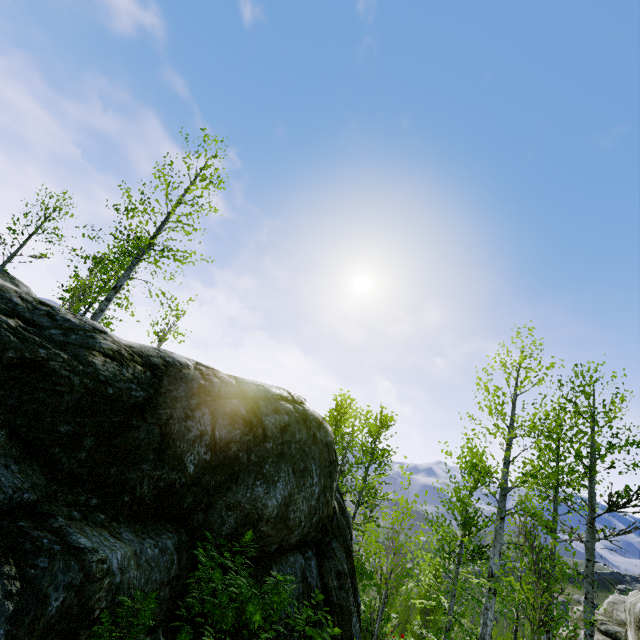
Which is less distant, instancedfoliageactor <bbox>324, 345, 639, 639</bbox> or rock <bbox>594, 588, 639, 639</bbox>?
rock <bbox>594, 588, 639, 639</bbox>

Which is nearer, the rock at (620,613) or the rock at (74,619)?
the rock at (74,619)

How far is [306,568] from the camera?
6.90m

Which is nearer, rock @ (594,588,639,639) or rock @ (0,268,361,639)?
rock @ (0,268,361,639)

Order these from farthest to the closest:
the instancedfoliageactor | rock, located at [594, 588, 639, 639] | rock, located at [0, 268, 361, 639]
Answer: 1. the instancedfoliageactor
2. rock, located at [594, 588, 639, 639]
3. rock, located at [0, 268, 361, 639]

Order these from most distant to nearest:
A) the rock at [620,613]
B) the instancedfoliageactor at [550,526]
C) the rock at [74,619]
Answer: the instancedfoliageactor at [550,526] < the rock at [620,613] < the rock at [74,619]
